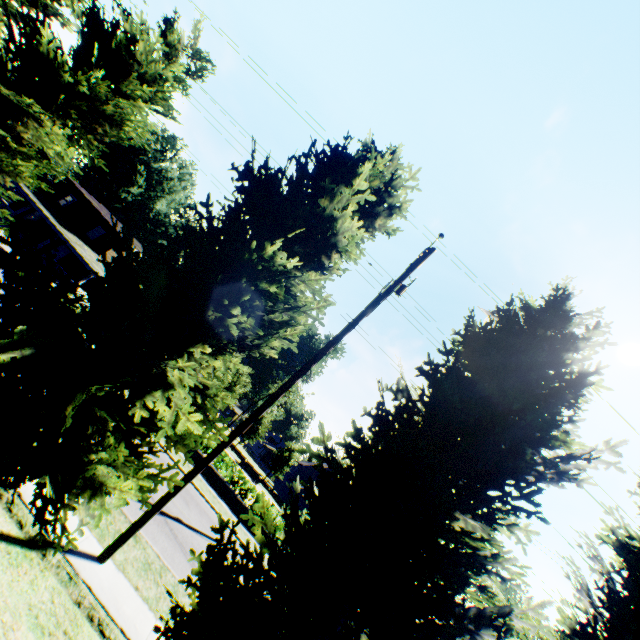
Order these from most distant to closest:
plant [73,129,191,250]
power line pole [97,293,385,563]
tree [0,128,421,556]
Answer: plant [73,129,191,250], power line pole [97,293,385,563], tree [0,128,421,556]

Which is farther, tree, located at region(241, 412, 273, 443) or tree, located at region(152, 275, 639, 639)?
tree, located at region(241, 412, 273, 443)

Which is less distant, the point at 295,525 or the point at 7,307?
the point at 7,307

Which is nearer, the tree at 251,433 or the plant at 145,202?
the tree at 251,433

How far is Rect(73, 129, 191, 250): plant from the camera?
51.91m

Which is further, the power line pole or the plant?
the plant

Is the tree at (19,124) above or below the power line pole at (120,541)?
above

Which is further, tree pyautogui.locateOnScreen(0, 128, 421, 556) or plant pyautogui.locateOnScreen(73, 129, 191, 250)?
plant pyautogui.locateOnScreen(73, 129, 191, 250)
